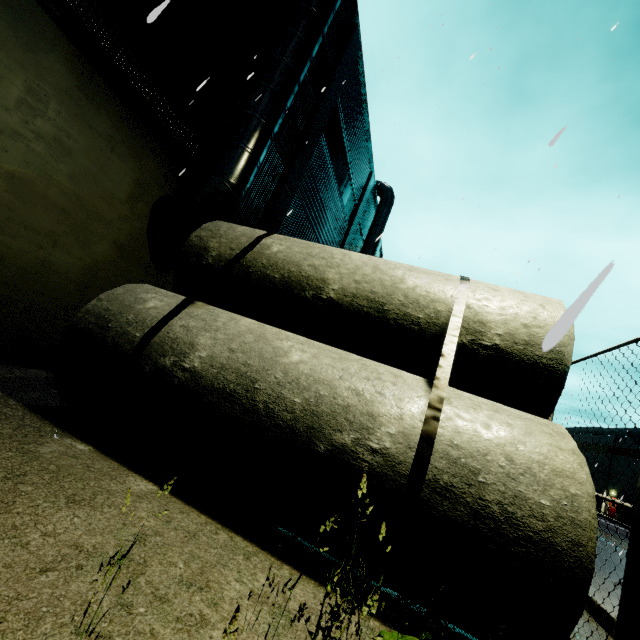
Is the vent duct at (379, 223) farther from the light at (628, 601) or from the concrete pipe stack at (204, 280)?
the light at (628, 601)

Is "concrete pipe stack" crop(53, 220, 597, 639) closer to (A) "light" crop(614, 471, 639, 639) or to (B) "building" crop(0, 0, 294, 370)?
(A) "light" crop(614, 471, 639, 639)

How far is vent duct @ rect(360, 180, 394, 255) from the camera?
20.7 meters

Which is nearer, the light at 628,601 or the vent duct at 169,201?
the light at 628,601

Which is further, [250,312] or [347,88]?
[347,88]

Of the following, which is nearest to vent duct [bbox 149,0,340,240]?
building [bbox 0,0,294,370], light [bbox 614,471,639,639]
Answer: building [bbox 0,0,294,370]

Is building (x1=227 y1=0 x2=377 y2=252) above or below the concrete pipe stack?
above

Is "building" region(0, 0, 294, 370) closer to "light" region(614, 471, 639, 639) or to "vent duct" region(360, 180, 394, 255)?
"vent duct" region(360, 180, 394, 255)
